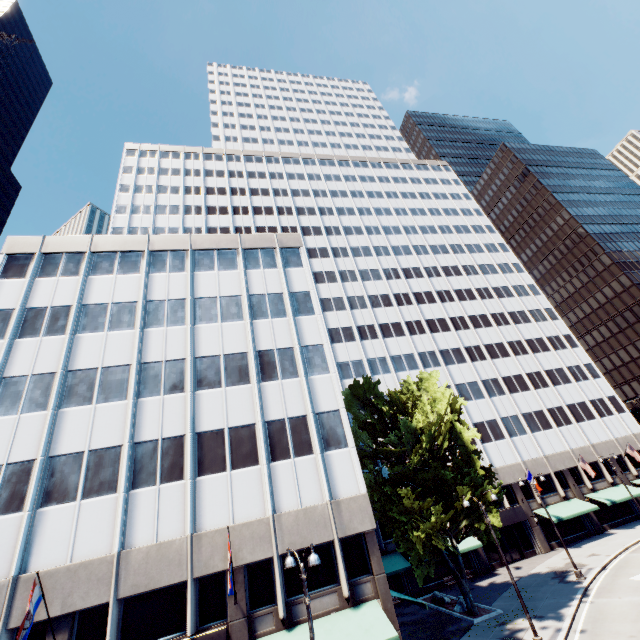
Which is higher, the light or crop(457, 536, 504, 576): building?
the light

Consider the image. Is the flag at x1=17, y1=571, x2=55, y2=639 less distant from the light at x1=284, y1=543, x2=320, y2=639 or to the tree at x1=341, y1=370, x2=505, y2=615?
the light at x1=284, y1=543, x2=320, y2=639

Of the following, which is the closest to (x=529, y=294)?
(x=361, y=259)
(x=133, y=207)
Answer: (x=361, y=259)

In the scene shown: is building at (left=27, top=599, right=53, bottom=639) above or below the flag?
below

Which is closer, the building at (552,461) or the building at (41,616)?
the building at (41,616)

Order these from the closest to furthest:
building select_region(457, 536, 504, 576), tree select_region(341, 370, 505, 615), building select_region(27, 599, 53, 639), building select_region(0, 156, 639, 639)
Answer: building select_region(27, 599, 53, 639)
building select_region(0, 156, 639, 639)
tree select_region(341, 370, 505, 615)
building select_region(457, 536, 504, 576)

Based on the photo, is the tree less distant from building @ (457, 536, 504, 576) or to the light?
building @ (457, 536, 504, 576)

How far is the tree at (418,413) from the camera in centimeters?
2189cm
